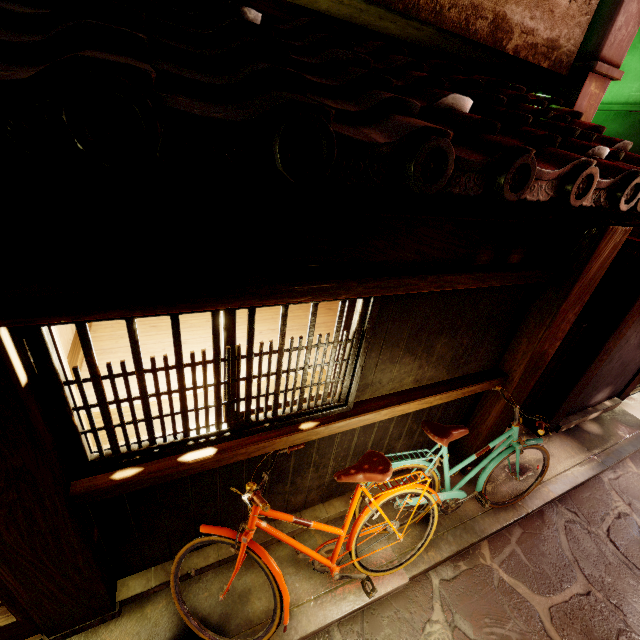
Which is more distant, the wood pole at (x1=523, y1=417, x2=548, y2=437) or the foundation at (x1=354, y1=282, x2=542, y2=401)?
the wood pole at (x1=523, y1=417, x2=548, y2=437)

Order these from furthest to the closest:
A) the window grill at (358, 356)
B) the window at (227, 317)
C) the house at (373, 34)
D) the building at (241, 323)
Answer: the building at (241, 323) → the house at (373, 34) → the window at (227, 317) → the window grill at (358, 356)

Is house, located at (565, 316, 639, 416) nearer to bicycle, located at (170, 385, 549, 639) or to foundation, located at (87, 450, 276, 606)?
bicycle, located at (170, 385, 549, 639)

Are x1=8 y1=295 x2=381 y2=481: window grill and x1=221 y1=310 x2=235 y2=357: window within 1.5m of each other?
yes

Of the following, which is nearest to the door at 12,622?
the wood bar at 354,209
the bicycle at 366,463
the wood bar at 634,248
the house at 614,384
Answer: the wood bar at 354,209

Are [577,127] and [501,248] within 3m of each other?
yes

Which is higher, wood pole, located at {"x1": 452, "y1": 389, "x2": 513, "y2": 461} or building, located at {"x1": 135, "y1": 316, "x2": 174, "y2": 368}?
building, located at {"x1": 135, "y1": 316, "x2": 174, "y2": 368}

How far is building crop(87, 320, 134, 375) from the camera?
5.1m
